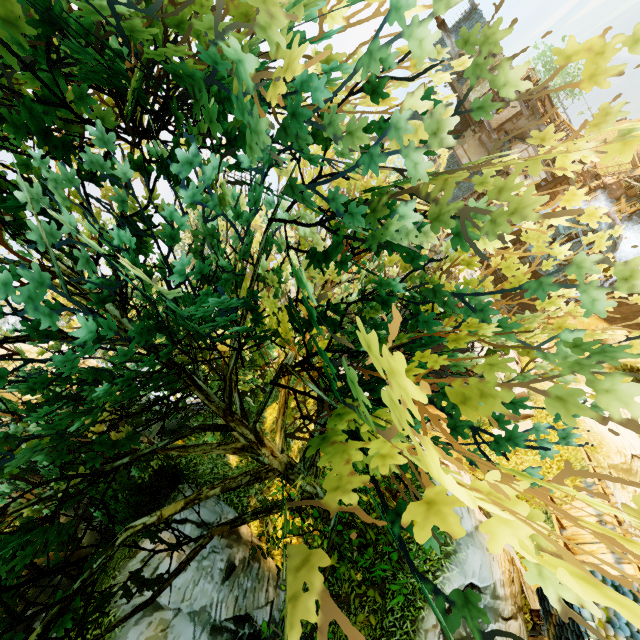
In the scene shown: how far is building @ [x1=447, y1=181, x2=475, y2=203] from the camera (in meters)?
28.45

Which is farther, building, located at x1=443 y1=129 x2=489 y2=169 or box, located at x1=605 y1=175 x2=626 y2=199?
box, located at x1=605 y1=175 x2=626 y2=199

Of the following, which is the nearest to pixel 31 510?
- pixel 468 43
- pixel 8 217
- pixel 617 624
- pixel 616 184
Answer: pixel 8 217

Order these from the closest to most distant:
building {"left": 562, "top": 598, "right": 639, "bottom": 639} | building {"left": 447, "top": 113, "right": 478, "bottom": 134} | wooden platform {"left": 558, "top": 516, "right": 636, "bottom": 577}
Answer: building {"left": 562, "top": 598, "right": 639, "bottom": 639}, wooden platform {"left": 558, "top": 516, "right": 636, "bottom": 577}, building {"left": 447, "top": 113, "right": 478, "bottom": 134}

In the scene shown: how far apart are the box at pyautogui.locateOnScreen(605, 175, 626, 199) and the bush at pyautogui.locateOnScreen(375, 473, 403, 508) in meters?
33.8 m

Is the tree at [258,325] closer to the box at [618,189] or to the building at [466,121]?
the box at [618,189]

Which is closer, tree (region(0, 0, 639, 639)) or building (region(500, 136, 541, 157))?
tree (region(0, 0, 639, 639))

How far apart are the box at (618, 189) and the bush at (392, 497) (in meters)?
33.83
